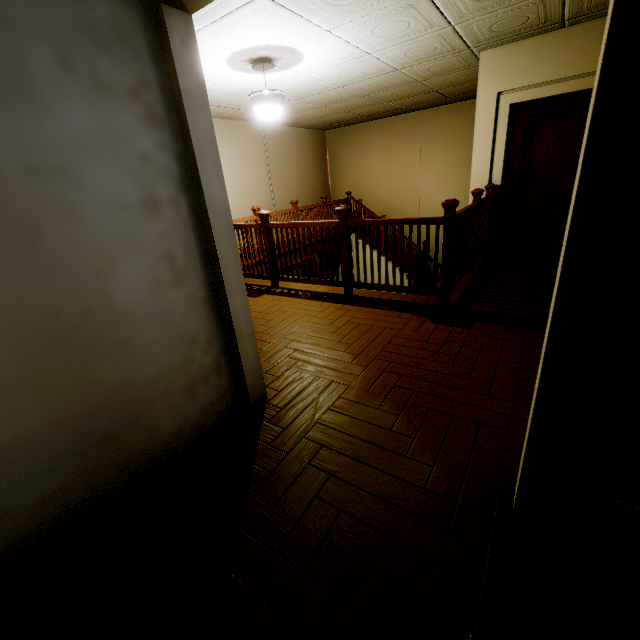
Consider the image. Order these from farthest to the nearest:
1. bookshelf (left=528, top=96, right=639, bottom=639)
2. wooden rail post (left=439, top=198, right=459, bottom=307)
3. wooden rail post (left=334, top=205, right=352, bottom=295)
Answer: wooden rail post (left=334, top=205, right=352, bottom=295), wooden rail post (left=439, top=198, right=459, bottom=307), bookshelf (left=528, top=96, right=639, bottom=639)

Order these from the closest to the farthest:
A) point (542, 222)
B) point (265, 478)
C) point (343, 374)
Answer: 1. point (265, 478)
2. point (343, 374)
3. point (542, 222)

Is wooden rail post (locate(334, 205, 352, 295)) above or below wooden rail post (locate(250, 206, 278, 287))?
above

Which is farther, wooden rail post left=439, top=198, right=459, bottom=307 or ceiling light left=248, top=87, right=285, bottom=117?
ceiling light left=248, top=87, right=285, bottom=117

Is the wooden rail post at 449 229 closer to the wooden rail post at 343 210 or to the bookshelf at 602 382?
the wooden rail post at 343 210

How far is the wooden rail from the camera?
3.45m

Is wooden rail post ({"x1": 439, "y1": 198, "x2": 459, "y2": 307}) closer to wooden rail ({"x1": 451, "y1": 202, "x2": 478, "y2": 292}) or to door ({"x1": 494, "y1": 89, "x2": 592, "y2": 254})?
wooden rail ({"x1": 451, "y1": 202, "x2": 478, "y2": 292})

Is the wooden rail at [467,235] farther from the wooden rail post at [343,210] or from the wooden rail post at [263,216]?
the wooden rail post at [263,216]
